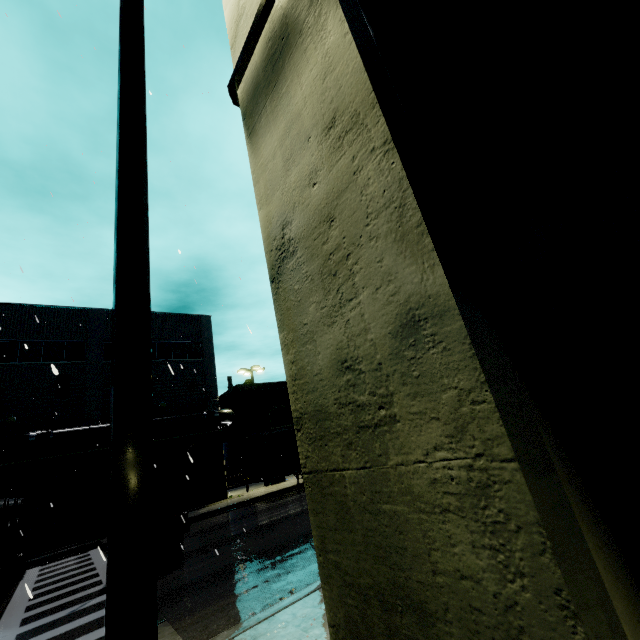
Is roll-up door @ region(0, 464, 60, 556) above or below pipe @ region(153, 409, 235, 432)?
below

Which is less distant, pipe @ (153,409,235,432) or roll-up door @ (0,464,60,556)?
roll-up door @ (0,464,60,556)

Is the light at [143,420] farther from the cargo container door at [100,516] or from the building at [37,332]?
the cargo container door at [100,516]

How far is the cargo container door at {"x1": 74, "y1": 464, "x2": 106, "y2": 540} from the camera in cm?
933

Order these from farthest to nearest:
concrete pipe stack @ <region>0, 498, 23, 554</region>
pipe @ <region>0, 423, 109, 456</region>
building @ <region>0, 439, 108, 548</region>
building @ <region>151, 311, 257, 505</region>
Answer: building @ <region>151, 311, 257, 505</region>
building @ <region>0, 439, 108, 548</region>
pipe @ <region>0, 423, 109, 456</region>
concrete pipe stack @ <region>0, 498, 23, 554</region>

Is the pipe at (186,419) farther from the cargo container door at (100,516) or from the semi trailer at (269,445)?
the cargo container door at (100,516)

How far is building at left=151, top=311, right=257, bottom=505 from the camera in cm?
2377

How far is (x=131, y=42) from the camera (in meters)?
2.72
